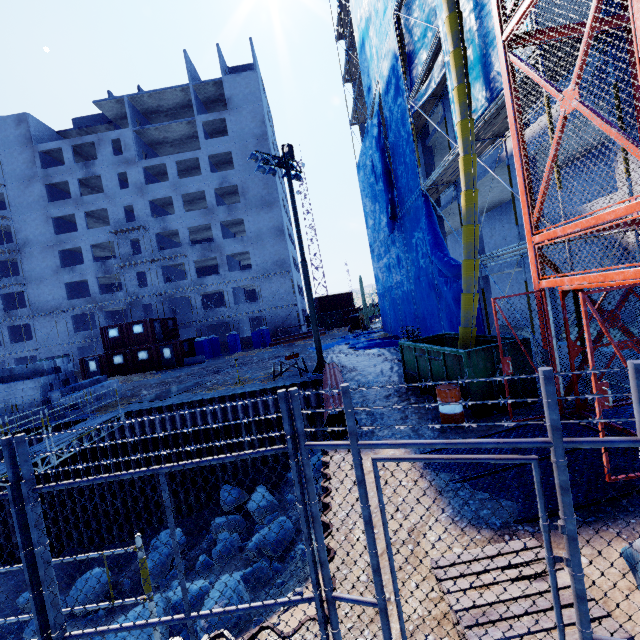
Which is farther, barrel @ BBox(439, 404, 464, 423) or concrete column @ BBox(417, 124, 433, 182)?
concrete column @ BBox(417, 124, 433, 182)

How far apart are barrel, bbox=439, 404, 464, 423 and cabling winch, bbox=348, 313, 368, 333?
25.35m

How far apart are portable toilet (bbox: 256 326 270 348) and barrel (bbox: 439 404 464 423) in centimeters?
2917cm

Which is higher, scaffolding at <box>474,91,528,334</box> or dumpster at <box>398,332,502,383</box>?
scaffolding at <box>474,91,528,334</box>

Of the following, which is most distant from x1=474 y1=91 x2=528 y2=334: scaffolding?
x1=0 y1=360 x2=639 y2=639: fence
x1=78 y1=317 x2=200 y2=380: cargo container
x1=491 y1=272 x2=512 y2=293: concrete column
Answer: x1=78 y1=317 x2=200 y2=380: cargo container

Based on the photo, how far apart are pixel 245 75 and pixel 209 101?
6.55m

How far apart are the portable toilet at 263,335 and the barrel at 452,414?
29.2m

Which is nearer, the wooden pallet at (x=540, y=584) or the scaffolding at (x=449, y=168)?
the wooden pallet at (x=540, y=584)
